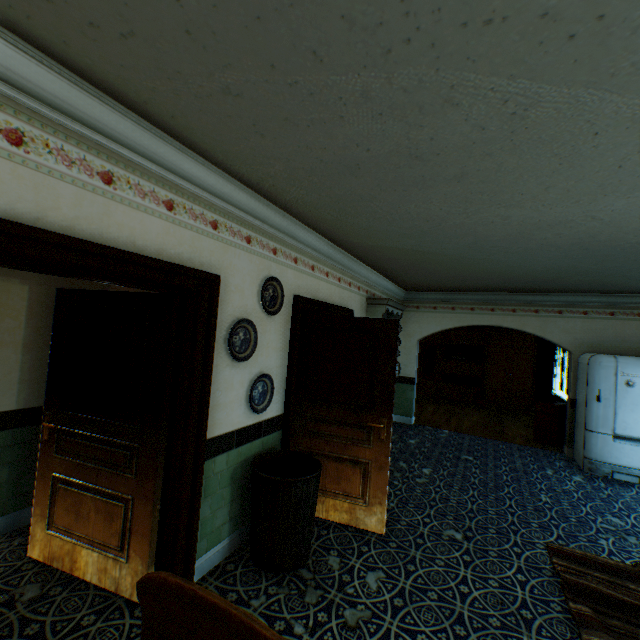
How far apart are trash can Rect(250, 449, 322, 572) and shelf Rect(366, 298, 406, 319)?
2.6 meters

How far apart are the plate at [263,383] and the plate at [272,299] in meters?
0.6

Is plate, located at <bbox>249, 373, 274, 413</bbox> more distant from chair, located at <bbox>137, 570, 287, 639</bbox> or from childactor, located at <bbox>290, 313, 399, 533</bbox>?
chair, located at <bbox>137, 570, 287, 639</bbox>

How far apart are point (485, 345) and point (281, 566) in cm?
968

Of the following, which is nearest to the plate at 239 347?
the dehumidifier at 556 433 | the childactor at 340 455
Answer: the childactor at 340 455

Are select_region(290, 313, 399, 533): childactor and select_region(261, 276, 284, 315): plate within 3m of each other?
yes

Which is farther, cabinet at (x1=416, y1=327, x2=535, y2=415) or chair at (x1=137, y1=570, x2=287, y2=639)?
cabinet at (x1=416, y1=327, x2=535, y2=415)

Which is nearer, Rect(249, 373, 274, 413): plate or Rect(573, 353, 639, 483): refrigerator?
Rect(249, 373, 274, 413): plate
